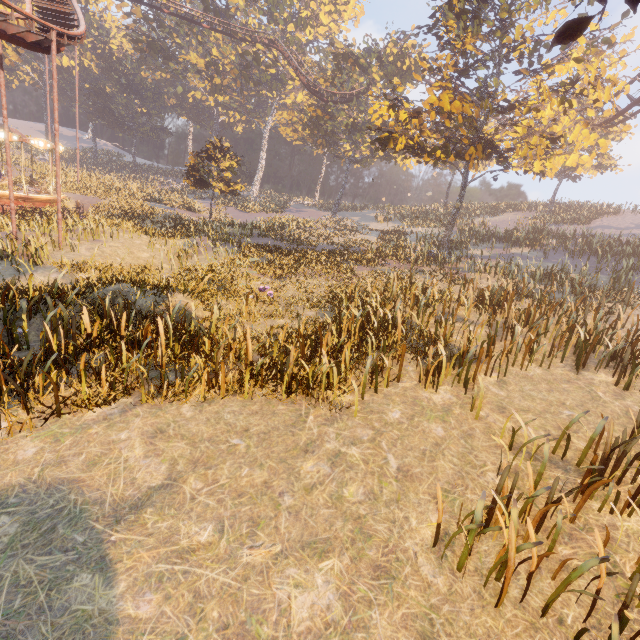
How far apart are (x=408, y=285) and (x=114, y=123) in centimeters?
6462cm

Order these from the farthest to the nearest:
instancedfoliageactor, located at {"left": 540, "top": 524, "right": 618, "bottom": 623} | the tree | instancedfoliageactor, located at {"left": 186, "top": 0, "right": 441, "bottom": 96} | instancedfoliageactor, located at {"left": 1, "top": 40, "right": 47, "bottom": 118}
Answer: instancedfoliageactor, located at {"left": 1, "top": 40, "right": 47, "bottom": 118}, instancedfoliageactor, located at {"left": 186, "top": 0, "right": 441, "bottom": 96}, the tree, instancedfoliageactor, located at {"left": 540, "top": 524, "right": 618, "bottom": 623}

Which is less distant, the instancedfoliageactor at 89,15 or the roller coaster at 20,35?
the roller coaster at 20,35

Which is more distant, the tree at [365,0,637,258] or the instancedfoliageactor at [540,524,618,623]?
the tree at [365,0,637,258]

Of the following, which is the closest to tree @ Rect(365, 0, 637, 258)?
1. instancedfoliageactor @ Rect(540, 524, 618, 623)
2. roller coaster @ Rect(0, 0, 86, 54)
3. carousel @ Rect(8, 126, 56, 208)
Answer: roller coaster @ Rect(0, 0, 86, 54)

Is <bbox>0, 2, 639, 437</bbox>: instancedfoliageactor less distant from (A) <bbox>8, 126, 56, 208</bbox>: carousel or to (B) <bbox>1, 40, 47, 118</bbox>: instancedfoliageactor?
(A) <bbox>8, 126, 56, 208</bbox>: carousel

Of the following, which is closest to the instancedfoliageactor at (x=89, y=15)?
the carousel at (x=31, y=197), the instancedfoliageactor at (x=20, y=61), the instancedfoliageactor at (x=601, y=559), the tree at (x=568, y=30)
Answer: the carousel at (x=31, y=197)

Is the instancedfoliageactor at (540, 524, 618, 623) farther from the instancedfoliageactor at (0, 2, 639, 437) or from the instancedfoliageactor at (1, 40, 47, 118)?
the instancedfoliageactor at (1, 40, 47, 118)
